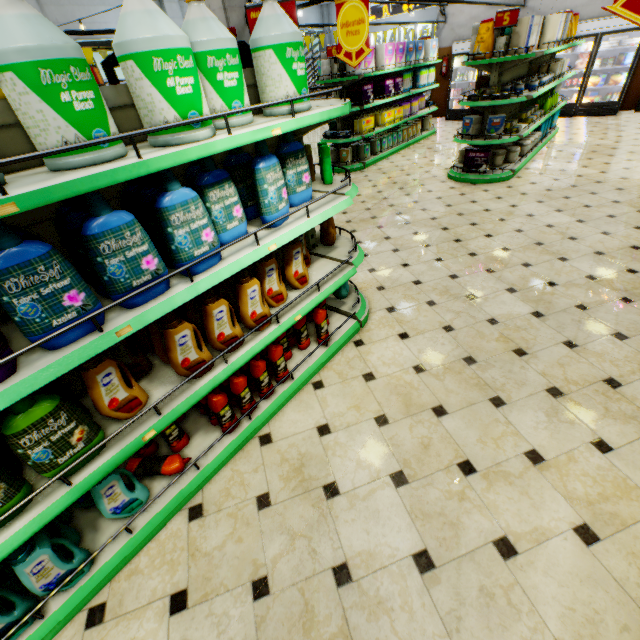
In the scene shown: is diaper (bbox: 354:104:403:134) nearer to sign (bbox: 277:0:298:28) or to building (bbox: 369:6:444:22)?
building (bbox: 369:6:444:22)

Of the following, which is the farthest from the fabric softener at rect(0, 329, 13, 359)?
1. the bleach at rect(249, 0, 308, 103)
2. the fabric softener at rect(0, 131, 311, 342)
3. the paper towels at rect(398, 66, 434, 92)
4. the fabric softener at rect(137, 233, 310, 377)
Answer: the paper towels at rect(398, 66, 434, 92)

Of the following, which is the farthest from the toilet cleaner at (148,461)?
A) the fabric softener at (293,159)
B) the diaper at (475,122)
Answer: the diaper at (475,122)

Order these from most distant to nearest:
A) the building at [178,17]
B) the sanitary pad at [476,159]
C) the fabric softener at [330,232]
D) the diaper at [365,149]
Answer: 1. the building at [178,17]
2. the diaper at [365,149]
3. the sanitary pad at [476,159]
4. the fabric softener at [330,232]

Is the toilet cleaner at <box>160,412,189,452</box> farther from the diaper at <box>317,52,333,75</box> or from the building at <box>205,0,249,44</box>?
the diaper at <box>317,52,333,75</box>

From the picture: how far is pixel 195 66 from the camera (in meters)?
1.42

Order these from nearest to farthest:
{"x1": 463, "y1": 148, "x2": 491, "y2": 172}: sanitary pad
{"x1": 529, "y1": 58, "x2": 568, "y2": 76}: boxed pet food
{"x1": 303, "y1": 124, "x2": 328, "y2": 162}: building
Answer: {"x1": 463, "y1": 148, "x2": 491, "y2": 172}: sanitary pad → {"x1": 529, "y1": 58, "x2": 568, "y2": 76}: boxed pet food → {"x1": 303, "y1": 124, "x2": 328, "y2": 162}: building

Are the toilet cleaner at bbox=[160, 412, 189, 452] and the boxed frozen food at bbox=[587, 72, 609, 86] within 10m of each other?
Answer: no
